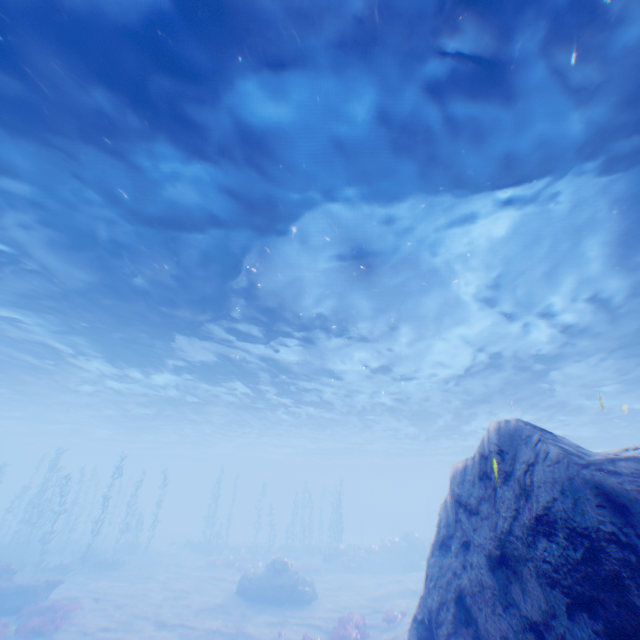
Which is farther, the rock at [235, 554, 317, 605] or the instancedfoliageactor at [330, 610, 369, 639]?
the rock at [235, 554, 317, 605]

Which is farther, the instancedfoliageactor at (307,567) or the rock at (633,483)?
the instancedfoliageactor at (307,567)

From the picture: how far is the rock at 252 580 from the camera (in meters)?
19.66

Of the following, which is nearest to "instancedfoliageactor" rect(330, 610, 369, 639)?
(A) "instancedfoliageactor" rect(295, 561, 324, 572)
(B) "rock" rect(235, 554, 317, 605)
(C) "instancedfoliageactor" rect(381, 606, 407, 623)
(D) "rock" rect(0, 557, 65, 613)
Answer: (C) "instancedfoliageactor" rect(381, 606, 407, 623)

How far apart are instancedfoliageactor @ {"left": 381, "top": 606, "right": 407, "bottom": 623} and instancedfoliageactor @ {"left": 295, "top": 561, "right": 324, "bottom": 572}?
13.97m

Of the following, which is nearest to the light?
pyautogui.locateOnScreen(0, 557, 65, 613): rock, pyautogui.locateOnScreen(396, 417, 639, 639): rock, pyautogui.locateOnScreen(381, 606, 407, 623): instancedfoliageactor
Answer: pyautogui.locateOnScreen(396, 417, 639, 639): rock

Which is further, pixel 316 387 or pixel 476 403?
pixel 476 403

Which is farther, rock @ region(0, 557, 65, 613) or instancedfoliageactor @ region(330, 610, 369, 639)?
rock @ region(0, 557, 65, 613)
